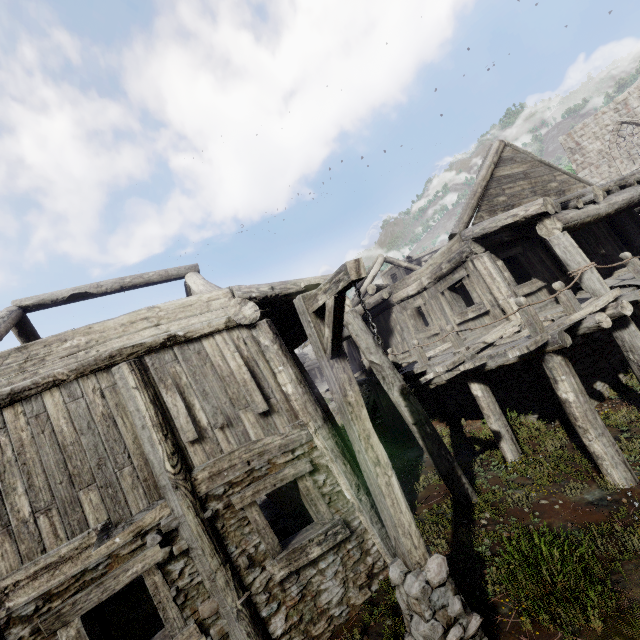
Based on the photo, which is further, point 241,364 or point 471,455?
point 471,455

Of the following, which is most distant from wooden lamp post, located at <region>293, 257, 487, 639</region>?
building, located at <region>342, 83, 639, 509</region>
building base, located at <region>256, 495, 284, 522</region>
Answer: building base, located at <region>256, 495, 284, 522</region>

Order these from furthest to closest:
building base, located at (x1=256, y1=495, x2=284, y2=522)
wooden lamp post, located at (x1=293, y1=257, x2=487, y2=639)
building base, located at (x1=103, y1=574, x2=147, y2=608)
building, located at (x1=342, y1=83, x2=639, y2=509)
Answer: building base, located at (x1=256, y1=495, x2=284, y2=522) → building base, located at (x1=103, y1=574, x2=147, y2=608) → building, located at (x1=342, y1=83, x2=639, y2=509) → wooden lamp post, located at (x1=293, y1=257, x2=487, y2=639)

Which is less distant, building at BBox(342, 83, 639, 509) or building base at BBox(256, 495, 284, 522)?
building at BBox(342, 83, 639, 509)

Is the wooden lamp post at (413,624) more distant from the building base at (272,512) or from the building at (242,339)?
the building base at (272,512)

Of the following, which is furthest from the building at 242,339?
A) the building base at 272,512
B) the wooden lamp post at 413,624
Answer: the wooden lamp post at 413,624
